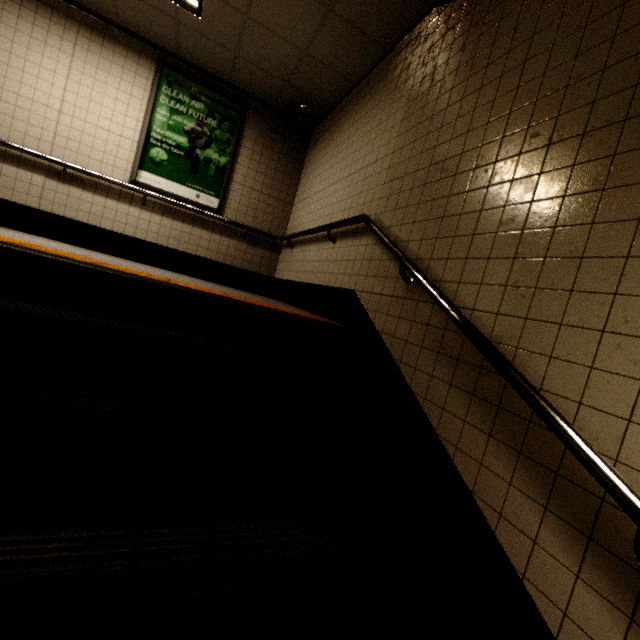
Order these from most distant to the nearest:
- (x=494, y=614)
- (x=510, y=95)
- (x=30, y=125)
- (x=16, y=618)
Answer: (x=30, y=125) < (x=510, y=95) < (x=494, y=614) < (x=16, y=618)

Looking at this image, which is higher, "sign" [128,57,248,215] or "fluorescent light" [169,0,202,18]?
"fluorescent light" [169,0,202,18]

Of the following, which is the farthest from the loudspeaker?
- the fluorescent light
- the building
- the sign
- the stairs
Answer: the stairs

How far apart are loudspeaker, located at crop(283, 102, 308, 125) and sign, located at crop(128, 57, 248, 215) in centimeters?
69cm

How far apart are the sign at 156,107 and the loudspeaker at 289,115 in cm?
69

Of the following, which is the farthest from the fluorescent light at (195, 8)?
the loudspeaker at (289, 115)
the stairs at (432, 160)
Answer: the loudspeaker at (289, 115)

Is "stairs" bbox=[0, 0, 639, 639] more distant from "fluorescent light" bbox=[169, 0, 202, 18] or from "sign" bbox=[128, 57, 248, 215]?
"sign" bbox=[128, 57, 248, 215]

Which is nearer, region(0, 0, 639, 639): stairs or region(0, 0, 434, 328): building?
region(0, 0, 639, 639): stairs
